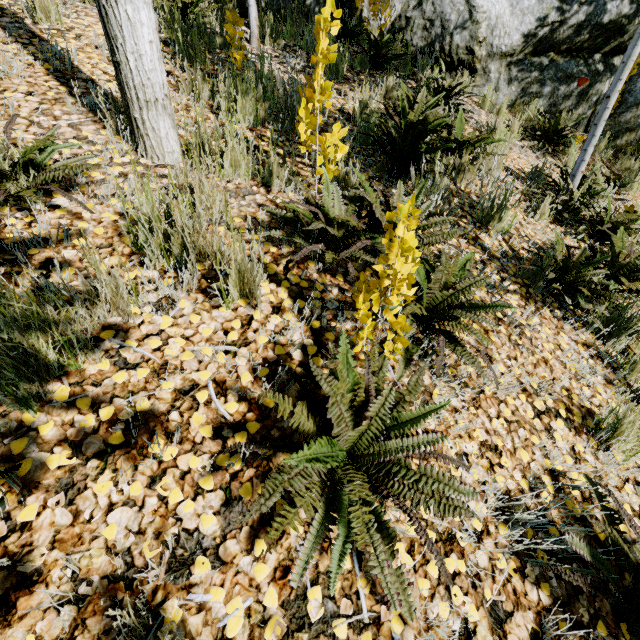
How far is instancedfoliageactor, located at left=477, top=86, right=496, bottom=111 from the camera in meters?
5.6

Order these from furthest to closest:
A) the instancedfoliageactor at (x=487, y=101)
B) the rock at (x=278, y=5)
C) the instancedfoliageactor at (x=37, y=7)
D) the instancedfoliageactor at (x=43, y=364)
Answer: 1. the instancedfoliageactor at (x=487, y=101)
2. the rock at (x=278, y=5)
3. the instancedfoliageactor at (x=37, y=7)
4. the instancedfoliageactor at (x=43, y=364)

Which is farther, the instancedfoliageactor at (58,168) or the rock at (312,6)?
the rock at (312,6)

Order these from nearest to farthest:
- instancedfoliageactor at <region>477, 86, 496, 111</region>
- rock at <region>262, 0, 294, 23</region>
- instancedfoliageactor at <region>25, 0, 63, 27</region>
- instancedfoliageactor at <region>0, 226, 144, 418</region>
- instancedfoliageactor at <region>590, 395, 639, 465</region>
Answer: instancedfoliageactor at <region>0, 226, 144, 418</region>
instancedfoliageactor at <region>590, 395, 639, 465</region>
instancedfoliageactor at <region>25, 0, 63, 27</region>
rock at <region>262, 0, 294, 23</region>
instancedfoliageactor at <region>477, 86, 496, 111</region>

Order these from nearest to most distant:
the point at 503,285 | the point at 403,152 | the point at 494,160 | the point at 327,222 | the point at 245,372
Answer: the point at 245,372 → the point at 327,222 → the point at 503,285 → the point at 403,152 → the point at 494,160

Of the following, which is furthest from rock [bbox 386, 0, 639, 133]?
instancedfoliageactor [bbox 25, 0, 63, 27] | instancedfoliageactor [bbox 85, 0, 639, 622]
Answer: instancedfoliageactor [bbox 25, 0, 63, 27]

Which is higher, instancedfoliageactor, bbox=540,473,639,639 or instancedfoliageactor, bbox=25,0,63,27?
instancedfoliageactor, bbox=25,0,63,27
